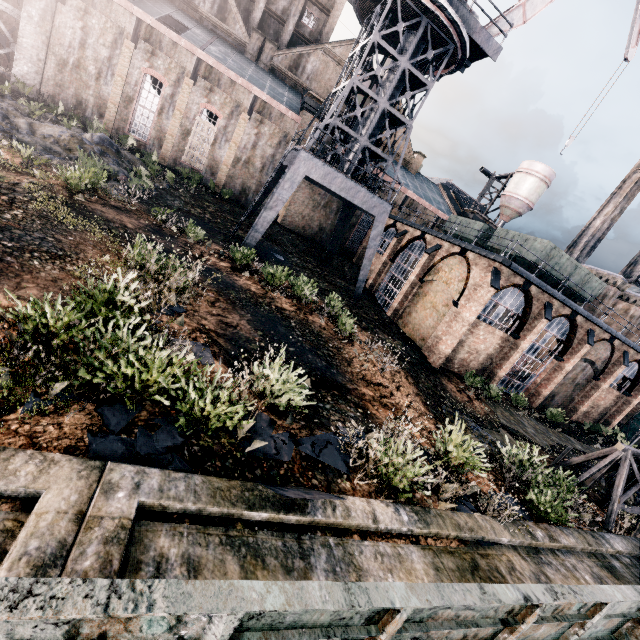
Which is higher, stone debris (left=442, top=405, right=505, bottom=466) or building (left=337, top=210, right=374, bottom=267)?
building (left=337, top=210, right=374, bottom=267)

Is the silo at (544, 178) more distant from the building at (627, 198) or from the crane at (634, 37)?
the building at (627, 198)

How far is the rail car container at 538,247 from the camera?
22.9m

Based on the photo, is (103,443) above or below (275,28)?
below

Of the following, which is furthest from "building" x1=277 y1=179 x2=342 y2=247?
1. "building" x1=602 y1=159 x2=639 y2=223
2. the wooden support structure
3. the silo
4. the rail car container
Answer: the wooden support structure

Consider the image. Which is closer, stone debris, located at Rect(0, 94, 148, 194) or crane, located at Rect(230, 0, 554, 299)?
stone debris, located at Rect(0, 94, 148, 194)

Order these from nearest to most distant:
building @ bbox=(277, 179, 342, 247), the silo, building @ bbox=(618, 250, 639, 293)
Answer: building @ bbox=(277, 179, 342, 247) → the silo → building @ bbox=(618, 250, 639, 293)

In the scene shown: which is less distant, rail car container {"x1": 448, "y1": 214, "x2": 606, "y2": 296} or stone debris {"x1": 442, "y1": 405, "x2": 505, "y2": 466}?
stone debris {"x1": 442, "y1": 405, "x2": 505, "y2": 466}
